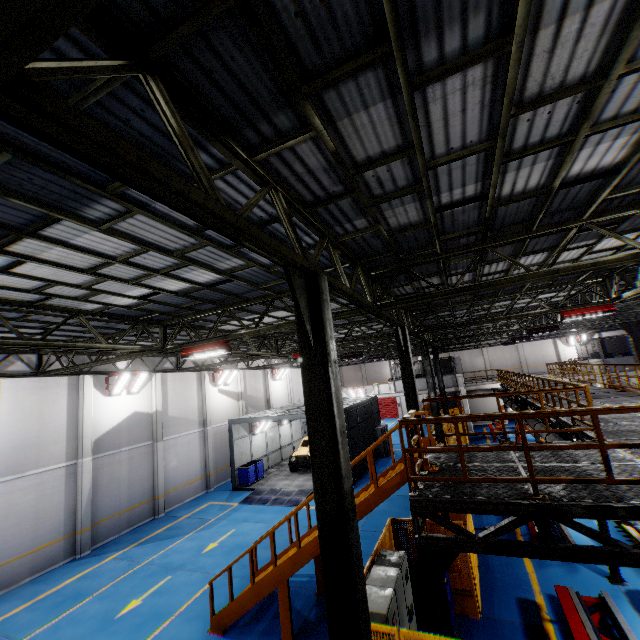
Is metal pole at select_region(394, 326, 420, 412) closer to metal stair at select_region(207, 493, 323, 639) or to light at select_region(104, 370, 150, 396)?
metal stair at select_region(207, 493, 323, 639)

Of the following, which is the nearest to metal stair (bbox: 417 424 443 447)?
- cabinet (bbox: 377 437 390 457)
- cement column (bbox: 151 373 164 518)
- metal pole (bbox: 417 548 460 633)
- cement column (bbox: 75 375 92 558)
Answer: metal pole (bbox: 417 548 460 633)

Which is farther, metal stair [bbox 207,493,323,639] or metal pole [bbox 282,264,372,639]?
metal stair [bbox 207,493,323,639]

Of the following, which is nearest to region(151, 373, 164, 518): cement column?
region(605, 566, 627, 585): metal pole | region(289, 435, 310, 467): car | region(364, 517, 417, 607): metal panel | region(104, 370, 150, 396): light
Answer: region(104, 370, 150, 396): light

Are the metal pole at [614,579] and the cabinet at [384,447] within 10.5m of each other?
no

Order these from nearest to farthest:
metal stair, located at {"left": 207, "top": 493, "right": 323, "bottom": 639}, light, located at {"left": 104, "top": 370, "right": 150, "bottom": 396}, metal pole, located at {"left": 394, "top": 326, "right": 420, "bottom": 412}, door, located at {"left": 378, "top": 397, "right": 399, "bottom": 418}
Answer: metal stair, located at {"left": 207, "top": 493, "right": 323, "bottom": 639} < metal pole, located at {"left": 394, "top": 326, "right": 420, "bottom": 412} < light, located at {"left": 104, "top": 370, "right": 150, "bottom": 396} < door, located at {"left": 378, "top": 397, "right": 399, "bottom": 418}

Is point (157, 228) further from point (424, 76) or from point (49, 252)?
point (424, 76)

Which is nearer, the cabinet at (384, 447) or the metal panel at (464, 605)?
the metal panel at (464, 605)
